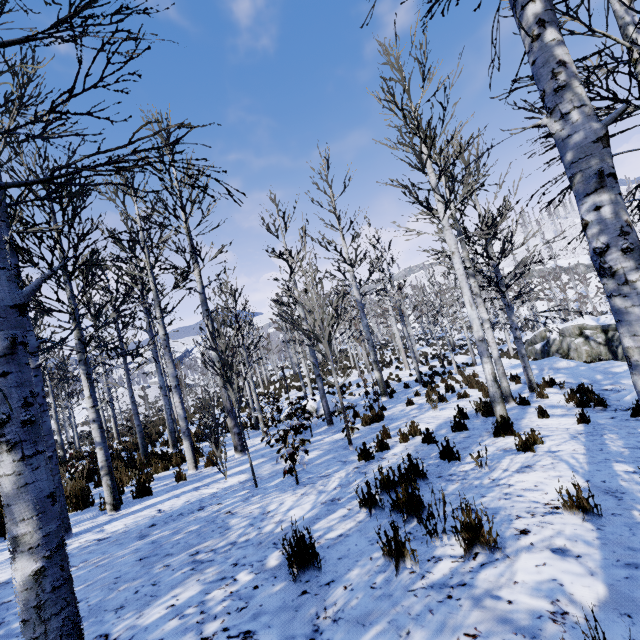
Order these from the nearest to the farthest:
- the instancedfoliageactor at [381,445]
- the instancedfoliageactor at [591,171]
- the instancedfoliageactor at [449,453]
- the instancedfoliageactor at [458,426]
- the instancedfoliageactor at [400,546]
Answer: the instancedfoliageactor at [591,171], the instancedfoliageactor at [400,546], the instancedfoliageactor at [449,453], the instancedfoliageactor at [381,445], the instancedfoliageactor at [458,426]

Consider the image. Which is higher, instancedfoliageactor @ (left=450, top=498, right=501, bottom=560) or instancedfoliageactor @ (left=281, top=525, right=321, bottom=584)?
instancedfoliageactor @ (left=281, top=525, right=321, bottom=584)

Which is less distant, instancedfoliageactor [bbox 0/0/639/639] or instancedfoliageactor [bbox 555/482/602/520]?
instancedfoliageactor [bbox 0/0/639/639]

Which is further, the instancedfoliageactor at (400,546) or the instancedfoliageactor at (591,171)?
the instancedfoliageactor at (400,546)

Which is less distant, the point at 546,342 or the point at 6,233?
the point at 6,233

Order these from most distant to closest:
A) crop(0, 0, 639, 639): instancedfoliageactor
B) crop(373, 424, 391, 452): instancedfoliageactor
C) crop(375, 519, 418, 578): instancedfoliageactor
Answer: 1. crop(373, 424, 391, 452): instancedfoliageactor
2. crop(375, 519, 418, 578): instancedfoliageactor
3. crop(0, 0, 639, 639): instancedfoliageactor

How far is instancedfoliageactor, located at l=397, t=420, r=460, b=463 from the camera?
4.8m
